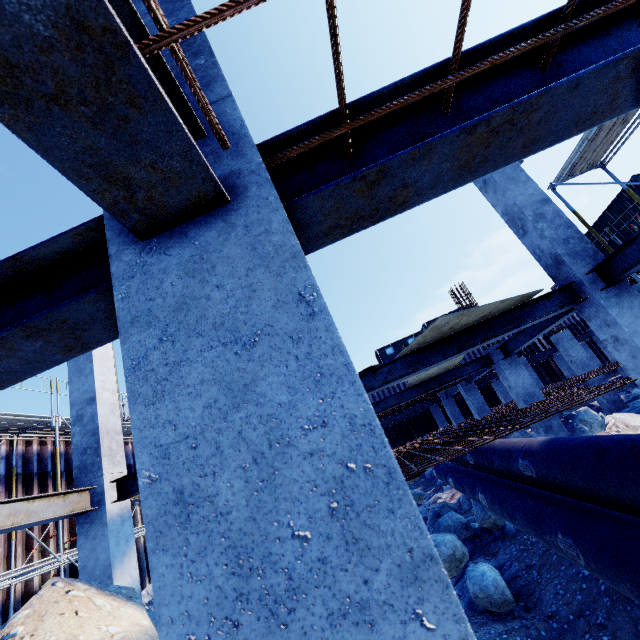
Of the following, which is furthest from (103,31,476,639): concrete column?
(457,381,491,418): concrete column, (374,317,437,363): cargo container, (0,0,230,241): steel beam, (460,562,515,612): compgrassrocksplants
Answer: (374,317,437,363): cargo container

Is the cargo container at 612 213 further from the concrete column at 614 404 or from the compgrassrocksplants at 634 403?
the concrete column at 614 404

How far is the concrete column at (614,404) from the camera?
13.4m

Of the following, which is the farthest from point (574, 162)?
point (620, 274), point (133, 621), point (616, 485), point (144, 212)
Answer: point (133, 621)

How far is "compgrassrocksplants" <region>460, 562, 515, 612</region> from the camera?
5.7 meters

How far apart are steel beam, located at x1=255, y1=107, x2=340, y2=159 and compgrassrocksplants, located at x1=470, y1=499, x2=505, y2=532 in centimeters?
931cm

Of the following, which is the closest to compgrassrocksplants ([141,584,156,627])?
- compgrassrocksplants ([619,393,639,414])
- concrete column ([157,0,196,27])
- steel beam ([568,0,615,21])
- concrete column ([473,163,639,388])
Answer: concrete column ([157,0,196,27])

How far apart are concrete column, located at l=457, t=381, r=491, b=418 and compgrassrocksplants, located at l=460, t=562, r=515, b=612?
8.2 meters
